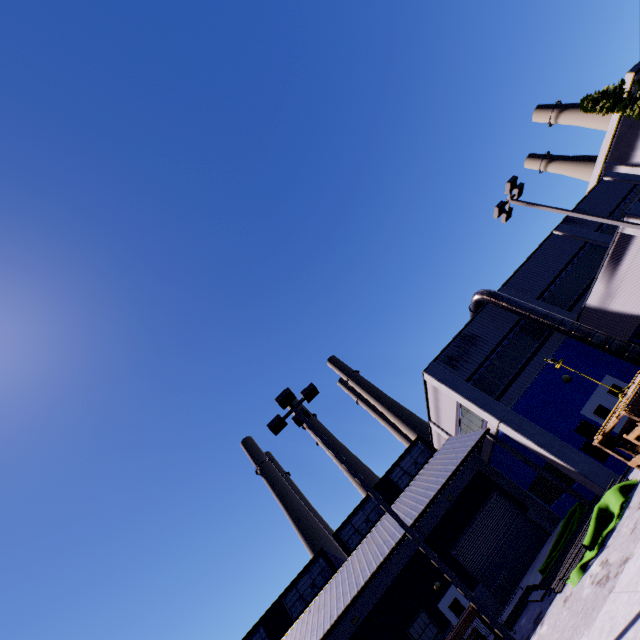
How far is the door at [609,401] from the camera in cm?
1652

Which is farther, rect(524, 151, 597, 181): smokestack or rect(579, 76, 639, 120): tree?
rect(524, 151, 597, 181): smokestack

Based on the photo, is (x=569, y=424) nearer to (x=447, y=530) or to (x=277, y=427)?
(x=447, y=530)

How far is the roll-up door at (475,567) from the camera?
19.33m

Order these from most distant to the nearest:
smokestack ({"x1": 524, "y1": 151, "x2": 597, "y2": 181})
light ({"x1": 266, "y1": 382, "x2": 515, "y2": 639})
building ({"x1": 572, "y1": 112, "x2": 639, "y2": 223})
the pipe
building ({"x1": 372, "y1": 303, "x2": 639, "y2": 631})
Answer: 1. smokestack ({"x1": 524, "y1": 151, "x2": 597, "y2": 181})
2. building ({"x1": 572, "y1": 112, "x2": 639, "y2": 223})
3. building ({"x1": 372, "y1": 303, "x2": 639, "y2": 631})
4. the pipe
5. light ({"x1": 266, "y1": 382, "x2": 515, "y2": 639})

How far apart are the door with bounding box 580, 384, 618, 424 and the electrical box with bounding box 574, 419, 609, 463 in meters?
0.2

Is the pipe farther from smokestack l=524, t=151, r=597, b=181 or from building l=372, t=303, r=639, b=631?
smokestack l=524, t=151, r=597, b=181

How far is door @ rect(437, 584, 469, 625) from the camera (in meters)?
18.64
